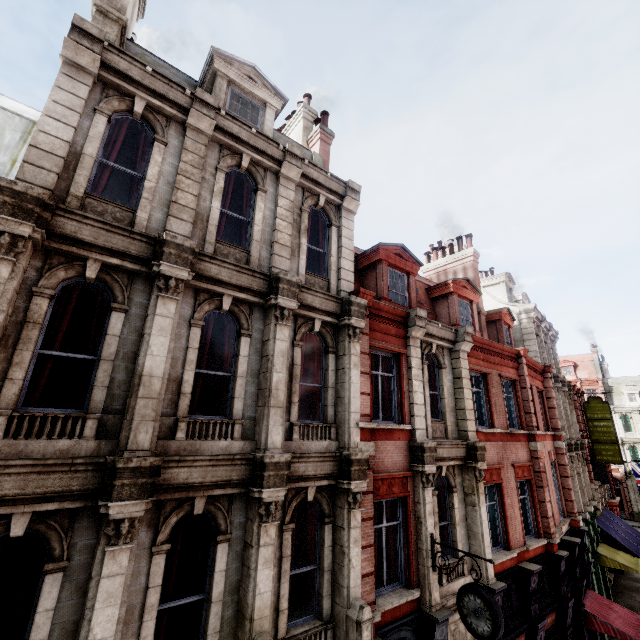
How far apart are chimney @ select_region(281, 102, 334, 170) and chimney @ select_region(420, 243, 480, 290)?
9.0m

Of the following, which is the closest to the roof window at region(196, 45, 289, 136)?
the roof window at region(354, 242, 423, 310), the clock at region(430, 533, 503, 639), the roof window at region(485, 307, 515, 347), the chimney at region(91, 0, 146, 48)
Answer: the chimney at region(91, 0, 146, 48)

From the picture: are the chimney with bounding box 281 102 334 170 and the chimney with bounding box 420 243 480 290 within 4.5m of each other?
no

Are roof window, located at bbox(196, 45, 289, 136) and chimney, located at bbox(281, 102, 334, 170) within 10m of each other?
yes

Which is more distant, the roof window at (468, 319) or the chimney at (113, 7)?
the roof window at (468, 319)

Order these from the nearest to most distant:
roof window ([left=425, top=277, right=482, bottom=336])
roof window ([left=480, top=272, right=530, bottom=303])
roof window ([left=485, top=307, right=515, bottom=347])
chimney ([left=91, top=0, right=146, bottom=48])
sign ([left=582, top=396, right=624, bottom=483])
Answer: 1. chimney ([left=91, top=0, right=146, bottom=48])
2. roof window ([left=425, top=277, right=482, bottom=336])
3. roof window ([left=485, top=307, right=515, bottom=347])
4. sign ([left=582, top=396, right=624, bottom=483])
5. roof window ([left=480, top=272, right=530, bottom=303])

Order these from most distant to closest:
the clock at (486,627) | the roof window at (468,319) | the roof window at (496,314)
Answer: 1. the roof window at (496,314)
2. the roof window at (468,319)
3. the clock at (486,627)

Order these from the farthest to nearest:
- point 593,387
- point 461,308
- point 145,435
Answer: point 593,387 → point 461,308 → point 145,435
